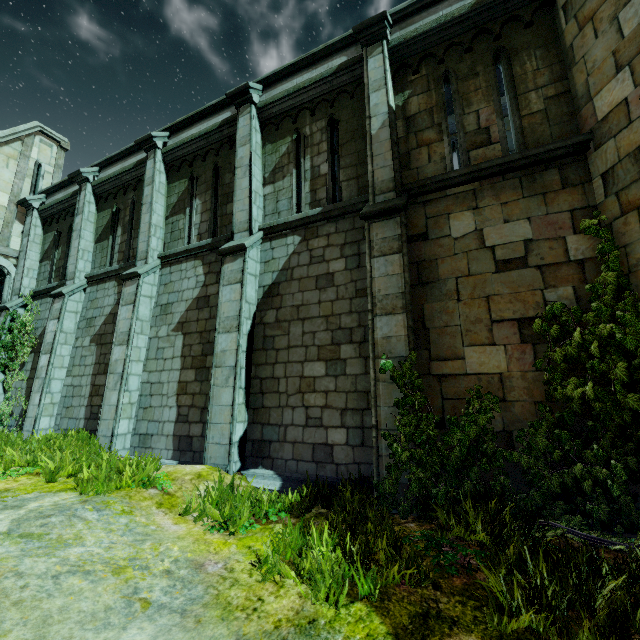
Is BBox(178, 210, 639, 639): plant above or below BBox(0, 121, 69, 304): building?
below

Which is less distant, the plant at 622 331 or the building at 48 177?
the plant at 622 331

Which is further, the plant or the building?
the building

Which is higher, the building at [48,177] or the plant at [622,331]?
the building at [48,177]

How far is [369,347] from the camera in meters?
5.6 m
